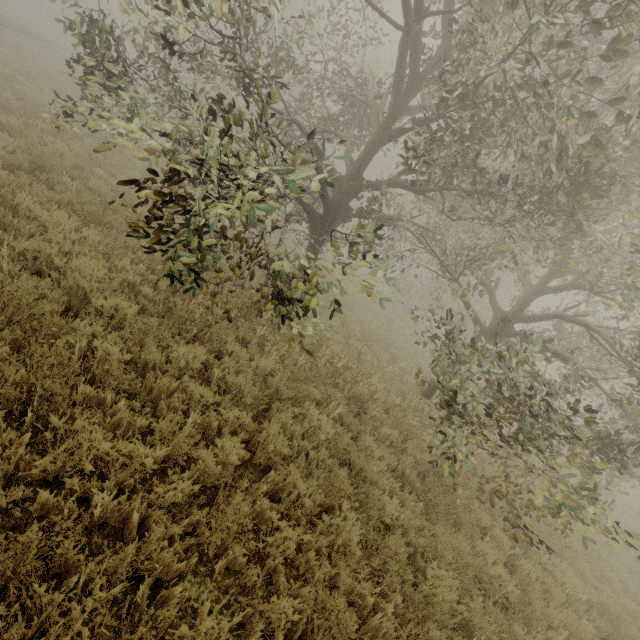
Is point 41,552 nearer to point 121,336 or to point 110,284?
point 121,336
